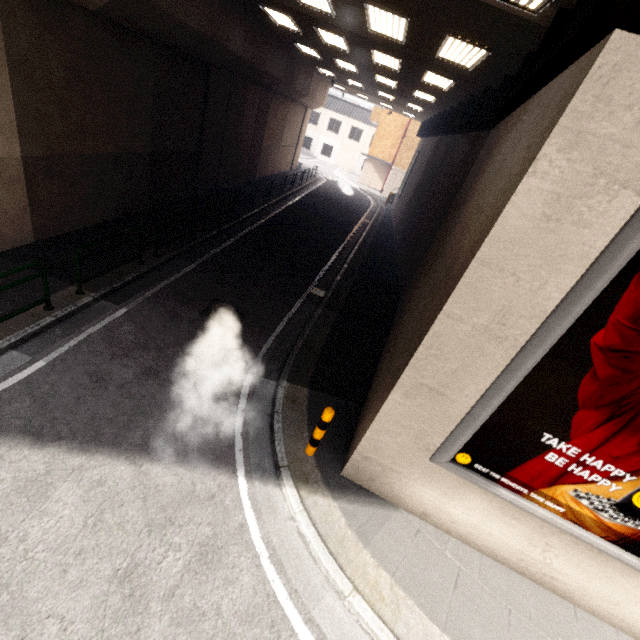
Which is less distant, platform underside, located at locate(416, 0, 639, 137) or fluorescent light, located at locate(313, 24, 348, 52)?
platform underside, located at locate(416, 0, 639, 137)

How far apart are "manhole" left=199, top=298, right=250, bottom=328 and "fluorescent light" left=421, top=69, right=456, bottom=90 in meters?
9.5

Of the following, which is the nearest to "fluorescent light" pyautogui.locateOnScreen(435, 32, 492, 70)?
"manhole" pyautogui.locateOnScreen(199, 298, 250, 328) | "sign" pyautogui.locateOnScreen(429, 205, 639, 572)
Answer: "sign" pyautogui.locateOnScreen(429, 205, 639, 572)

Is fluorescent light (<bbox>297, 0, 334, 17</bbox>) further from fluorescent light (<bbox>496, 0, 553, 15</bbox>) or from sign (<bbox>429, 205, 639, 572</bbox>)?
sign (<bbox>429, 205, 639, 572</bbox>)

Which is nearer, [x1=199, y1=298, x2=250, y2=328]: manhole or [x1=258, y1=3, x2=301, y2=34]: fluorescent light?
[x1=199, y1=298, x2=250, y2=328]: manhole

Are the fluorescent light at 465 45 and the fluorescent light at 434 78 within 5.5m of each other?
yes

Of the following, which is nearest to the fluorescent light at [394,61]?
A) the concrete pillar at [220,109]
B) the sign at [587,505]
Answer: the concrete pillar at [220,109]

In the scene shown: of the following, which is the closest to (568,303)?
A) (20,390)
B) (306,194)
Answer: (20,390)
